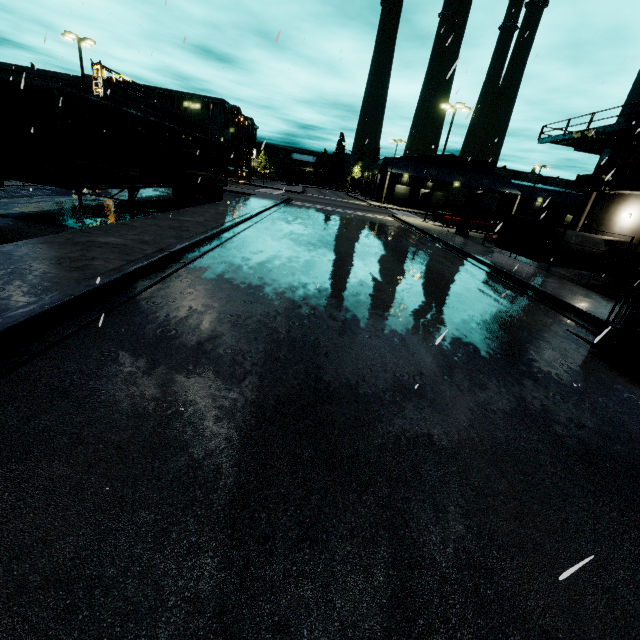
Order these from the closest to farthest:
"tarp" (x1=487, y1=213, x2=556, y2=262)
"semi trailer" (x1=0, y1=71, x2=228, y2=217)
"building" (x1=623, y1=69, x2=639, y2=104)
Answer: "semi trailer" (x1=0, y1=71, x2=228, y2=217), "tarp" (x1=487, y1=213, x2=556, y2=262), "building" (x1=623, y1=69, x2=639, y2=104)

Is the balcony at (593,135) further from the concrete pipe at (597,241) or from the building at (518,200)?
the concrete pipe at (597,241)

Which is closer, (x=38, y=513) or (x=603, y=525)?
(x=38, y=513)

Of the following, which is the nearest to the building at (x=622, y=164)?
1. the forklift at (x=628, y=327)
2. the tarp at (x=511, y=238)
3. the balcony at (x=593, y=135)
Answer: the balcony at (x=593, y=135)

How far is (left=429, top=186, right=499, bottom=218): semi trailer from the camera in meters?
48.0

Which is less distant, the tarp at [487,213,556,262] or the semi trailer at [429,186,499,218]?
the tarp at [487,213,556,262]

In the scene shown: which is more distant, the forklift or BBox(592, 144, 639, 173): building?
BBox(592, 144, 639, 173): building

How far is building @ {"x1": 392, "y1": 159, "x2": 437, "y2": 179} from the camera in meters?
55.8 m
